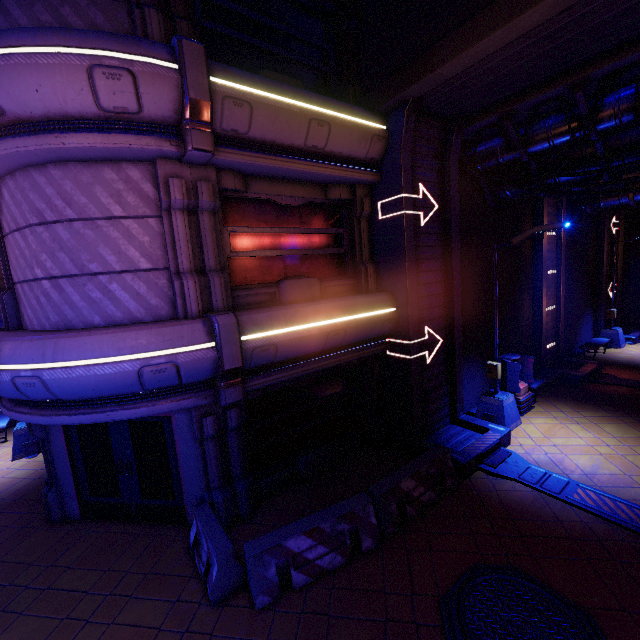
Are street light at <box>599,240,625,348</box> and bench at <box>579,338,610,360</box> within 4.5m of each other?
yes

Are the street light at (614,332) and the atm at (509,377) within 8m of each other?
no

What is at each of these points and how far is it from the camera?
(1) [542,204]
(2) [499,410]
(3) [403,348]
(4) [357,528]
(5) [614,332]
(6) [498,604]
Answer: (1) tunnel, 13.1m
(2) street light, 10.0m
(3) tunnel, 8.9m
(4) fence, 6.1m
(5) street light, 17.5m
(6) manhole, 4.9m

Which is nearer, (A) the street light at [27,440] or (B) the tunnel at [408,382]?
(B) the tunnel at [408,382]

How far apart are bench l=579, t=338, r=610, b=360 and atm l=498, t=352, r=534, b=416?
7.2m

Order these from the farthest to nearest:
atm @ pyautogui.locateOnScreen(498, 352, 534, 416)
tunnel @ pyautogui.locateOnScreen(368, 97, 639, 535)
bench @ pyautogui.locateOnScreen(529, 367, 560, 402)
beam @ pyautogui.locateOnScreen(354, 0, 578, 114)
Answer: bench @ pyautogui.locateOnScreen(529, 367, 560, 402), atm @ pyautogui.locateOnScreen(498, 352, 534, 416), tunnel @ pyautogui.locateOnScreen(368, 97, 639, 535), beam @ pyautogui.locateOnScreen(354, 0, 578, 114)

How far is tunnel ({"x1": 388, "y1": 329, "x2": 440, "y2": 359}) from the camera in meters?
8.7 m

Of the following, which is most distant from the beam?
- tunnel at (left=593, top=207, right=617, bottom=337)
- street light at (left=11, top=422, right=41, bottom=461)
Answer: tunnel at (left=593, top=207, right=617, bottom=337)
